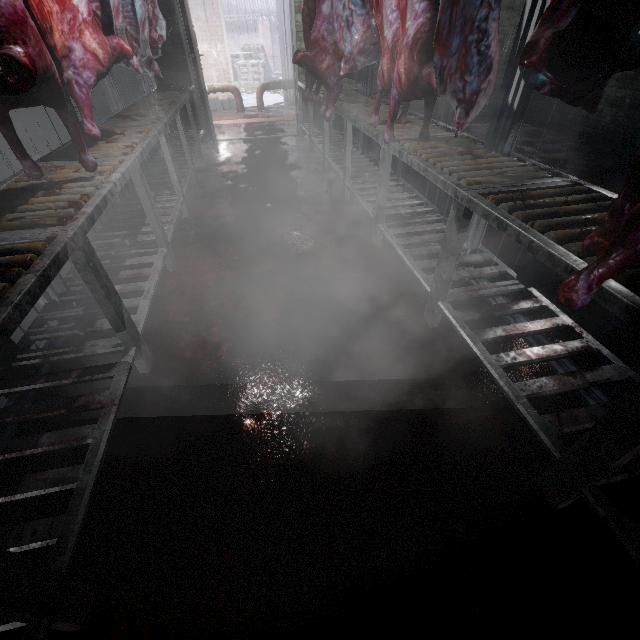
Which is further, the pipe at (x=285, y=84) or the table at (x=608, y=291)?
the pipe at (x=285, y=84)

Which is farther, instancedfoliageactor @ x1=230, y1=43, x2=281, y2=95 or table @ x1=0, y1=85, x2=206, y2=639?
instancedfoliageactor @ x1=230, y1=43, x2=281, y2=95

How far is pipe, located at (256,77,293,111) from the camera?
7.27m

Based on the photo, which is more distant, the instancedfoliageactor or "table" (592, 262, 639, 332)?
the instancedfoliageactor

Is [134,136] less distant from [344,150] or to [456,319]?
[344,150]

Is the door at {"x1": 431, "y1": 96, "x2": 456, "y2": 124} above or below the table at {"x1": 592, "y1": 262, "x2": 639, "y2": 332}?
below

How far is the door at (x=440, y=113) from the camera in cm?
577

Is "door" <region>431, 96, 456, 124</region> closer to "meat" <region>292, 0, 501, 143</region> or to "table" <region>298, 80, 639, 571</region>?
Result: "table" <region>298, 80, 639, 571</region>
